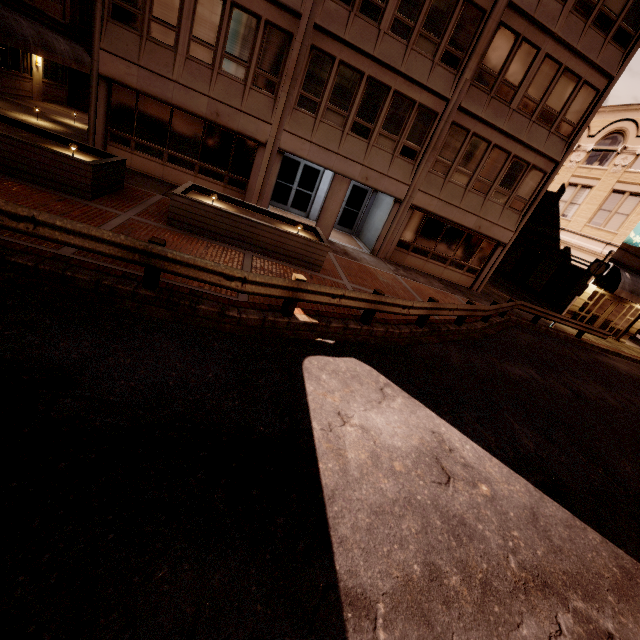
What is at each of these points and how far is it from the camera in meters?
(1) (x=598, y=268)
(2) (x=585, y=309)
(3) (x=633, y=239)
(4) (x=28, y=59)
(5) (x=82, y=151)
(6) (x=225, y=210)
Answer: (1) sign, 16.8 m
(2) building, 21.8 m
(3) sign, 18.8 m
(4) building, 18.6 m
(5) planter, 10.3 m
(6) planter, 9.7 m

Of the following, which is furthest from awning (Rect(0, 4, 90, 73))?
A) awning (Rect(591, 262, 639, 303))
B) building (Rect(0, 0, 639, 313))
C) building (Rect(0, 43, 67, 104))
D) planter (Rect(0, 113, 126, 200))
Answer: awning (Rect(591, 262, 639, 303))

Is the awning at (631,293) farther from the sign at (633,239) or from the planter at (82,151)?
the planter at (82,151)

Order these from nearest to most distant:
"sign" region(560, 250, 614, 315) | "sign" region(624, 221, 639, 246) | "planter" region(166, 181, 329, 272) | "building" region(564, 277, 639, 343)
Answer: "planter" region(166, 181, 329, 272) < "sign" region(560, 250, 614, 315) < "sign" region(624, 221, 639, 246) < "building" region(564, 277, 639, 343)

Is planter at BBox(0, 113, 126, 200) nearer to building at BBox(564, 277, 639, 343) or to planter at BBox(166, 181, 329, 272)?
planter at BBox(166, 181, 329, 272)

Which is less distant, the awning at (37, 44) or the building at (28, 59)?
the awning at (37, 44)

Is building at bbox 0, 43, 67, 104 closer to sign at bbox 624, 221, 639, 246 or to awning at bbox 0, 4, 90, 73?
awning at bbox 0, 4, 90, 73

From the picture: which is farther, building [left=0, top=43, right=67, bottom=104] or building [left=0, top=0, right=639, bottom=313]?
building [left=0, top=43, right=67, bottom=104]
